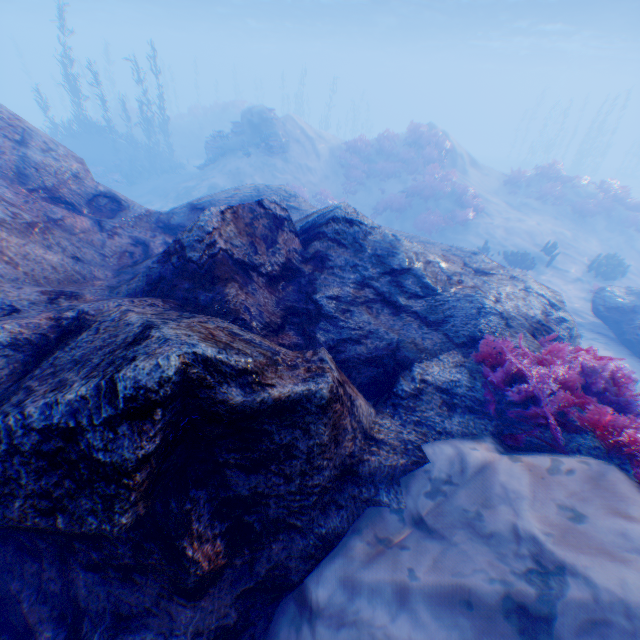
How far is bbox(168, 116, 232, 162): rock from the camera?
28.97m

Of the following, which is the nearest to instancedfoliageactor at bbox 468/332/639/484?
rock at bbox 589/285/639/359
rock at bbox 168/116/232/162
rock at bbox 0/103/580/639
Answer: rock at bbox 0/103/580/639

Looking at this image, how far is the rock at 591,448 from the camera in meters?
3.3 m

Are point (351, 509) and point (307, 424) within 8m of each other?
yes

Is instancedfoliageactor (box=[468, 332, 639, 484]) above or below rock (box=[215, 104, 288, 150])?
below

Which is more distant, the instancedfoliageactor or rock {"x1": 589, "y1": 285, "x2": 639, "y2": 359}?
rock {"x1": 589, "y1": 285, "x2": 639, "y2": 359}

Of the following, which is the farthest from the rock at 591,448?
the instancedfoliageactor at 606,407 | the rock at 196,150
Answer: the rock at 196,150

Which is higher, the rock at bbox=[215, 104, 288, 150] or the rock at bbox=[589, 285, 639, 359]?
the rock at bbox=[215, 104, 288, 150]
